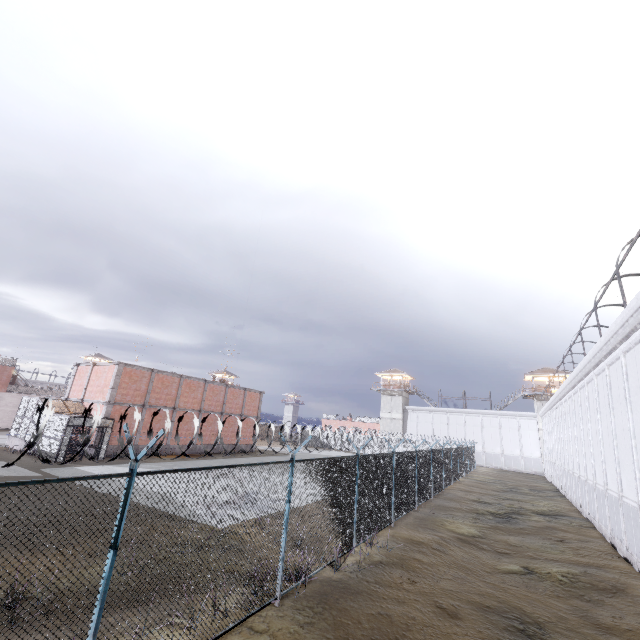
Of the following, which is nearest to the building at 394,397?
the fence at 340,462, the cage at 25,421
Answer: the fence at 340,462

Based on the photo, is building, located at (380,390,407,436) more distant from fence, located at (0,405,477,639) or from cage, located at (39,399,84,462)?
cage, located at (39,399,84,462)

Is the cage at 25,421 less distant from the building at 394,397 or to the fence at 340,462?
the fence at 340,462

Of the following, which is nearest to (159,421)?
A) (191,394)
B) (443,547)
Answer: (191,394)

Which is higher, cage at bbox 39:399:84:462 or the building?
the building

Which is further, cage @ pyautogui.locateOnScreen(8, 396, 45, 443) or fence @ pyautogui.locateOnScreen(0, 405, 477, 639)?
cage @ pyautogui.locateOnScreen(8, 396, 45, 443)

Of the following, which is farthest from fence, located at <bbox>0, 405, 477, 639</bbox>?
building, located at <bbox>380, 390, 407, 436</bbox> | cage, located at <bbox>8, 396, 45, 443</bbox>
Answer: building, located at <bbox>380, 390, 407, 436</bbox>
